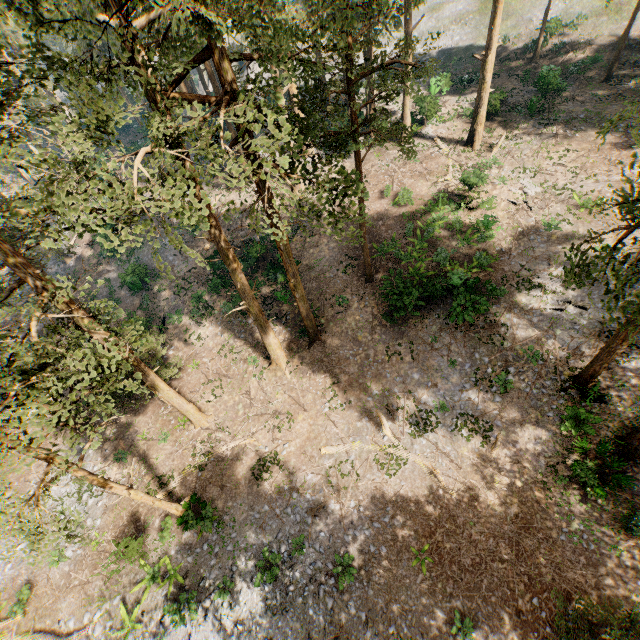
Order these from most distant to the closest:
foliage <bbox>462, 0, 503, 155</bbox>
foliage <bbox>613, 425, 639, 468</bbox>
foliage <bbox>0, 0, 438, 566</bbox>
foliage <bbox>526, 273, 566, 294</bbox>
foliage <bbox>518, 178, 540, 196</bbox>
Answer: foliage <bbox>518, 178, 540, 196</bbox> → foliage <bbox>462, 0, 503, 155</bbox> → foliage <bbox>526, 273, 566, 294</bbox> → foliage <bbox>613, 425, 639, 468</bbox> → foliage <bbox>0, 0, 438, 566</bbox>

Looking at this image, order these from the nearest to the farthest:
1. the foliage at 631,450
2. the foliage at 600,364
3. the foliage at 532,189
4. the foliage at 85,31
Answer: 1. the foliage at 85,31
2. the foliage at 600,364
3. the foliage at 631,450
4. the foliage at 532,189

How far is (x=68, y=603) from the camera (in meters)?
16.08

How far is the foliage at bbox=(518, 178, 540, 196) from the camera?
23.00m

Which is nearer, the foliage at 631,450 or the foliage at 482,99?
the foliage at 631,450

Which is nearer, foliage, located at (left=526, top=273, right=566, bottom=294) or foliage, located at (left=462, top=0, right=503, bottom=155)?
foliage, located at (left=526, top=273, right=566, bottom=294)
